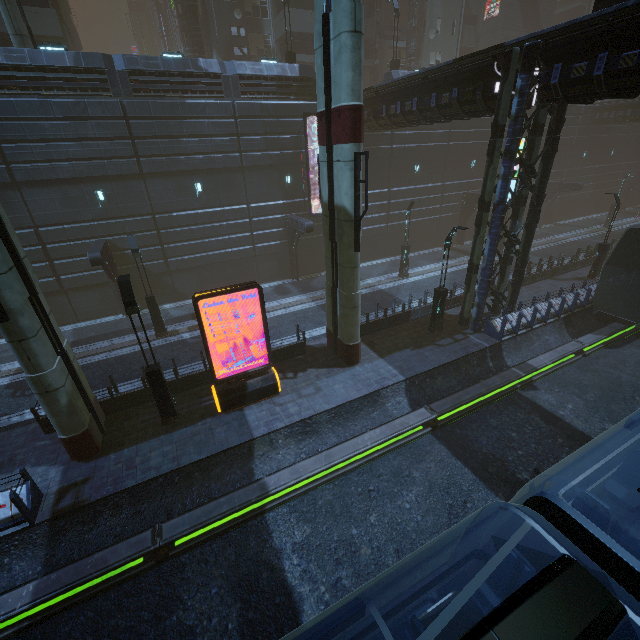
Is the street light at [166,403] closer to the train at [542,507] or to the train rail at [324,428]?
the train rail at [324,428]

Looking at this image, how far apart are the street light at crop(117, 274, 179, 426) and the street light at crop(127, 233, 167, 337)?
6.7m

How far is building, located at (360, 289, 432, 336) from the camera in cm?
1725

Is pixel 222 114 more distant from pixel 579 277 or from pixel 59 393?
pixel 579 277

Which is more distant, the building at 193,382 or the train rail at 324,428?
the building at 193,382

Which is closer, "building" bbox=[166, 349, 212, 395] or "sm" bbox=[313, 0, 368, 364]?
"sm" bbox=[313, 0, 368, 364]

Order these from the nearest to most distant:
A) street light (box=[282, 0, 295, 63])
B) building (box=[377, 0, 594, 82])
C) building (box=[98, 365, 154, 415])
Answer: building (box=[98, 365, 154, 415]) → street light (box=[282, 0, 295, 63]) → building (box=[377, 0, 594, 82])

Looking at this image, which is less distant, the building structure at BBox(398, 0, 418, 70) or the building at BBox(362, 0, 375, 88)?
the building at BBox(362, 0, 375, 88)
